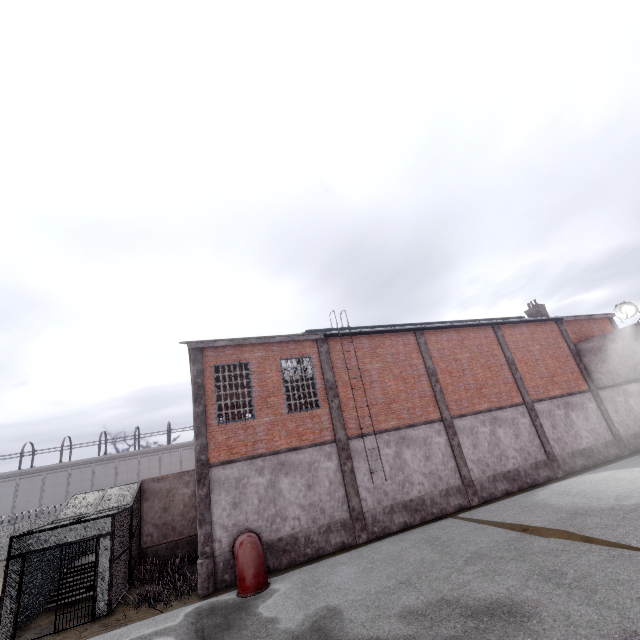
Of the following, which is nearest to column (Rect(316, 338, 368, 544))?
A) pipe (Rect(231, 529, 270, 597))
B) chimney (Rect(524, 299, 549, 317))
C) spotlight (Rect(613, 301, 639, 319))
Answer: pipe (Rect(231, 529, 270, 597))

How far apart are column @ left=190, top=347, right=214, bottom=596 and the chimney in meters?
25.5 m

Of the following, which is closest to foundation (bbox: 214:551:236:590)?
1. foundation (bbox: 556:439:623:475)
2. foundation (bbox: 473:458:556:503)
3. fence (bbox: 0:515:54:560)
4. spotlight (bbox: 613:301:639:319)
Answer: foundation (bbox: 473:458:556:503)

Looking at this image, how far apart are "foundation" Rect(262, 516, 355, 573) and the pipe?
0.05m

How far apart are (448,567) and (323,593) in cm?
365

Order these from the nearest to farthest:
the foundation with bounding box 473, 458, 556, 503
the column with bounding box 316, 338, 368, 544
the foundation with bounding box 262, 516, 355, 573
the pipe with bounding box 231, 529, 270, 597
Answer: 1. the pipe with bounding box 231, 529, 270, 597
2. the foundation with bounding box 262, 516, 355, 573
3. the column with bounding box 316, 338, 368, 544
4. the foundation with bounding box 473, 458, 556, 503

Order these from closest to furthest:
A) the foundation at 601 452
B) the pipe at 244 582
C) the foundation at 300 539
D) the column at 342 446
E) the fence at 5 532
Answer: the pipe at 244 582, the foundation at 300 539, the column at 342 446, the foundation at 601 452, the fence at 5 532

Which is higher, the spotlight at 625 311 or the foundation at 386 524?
the spotlight at 625 311
